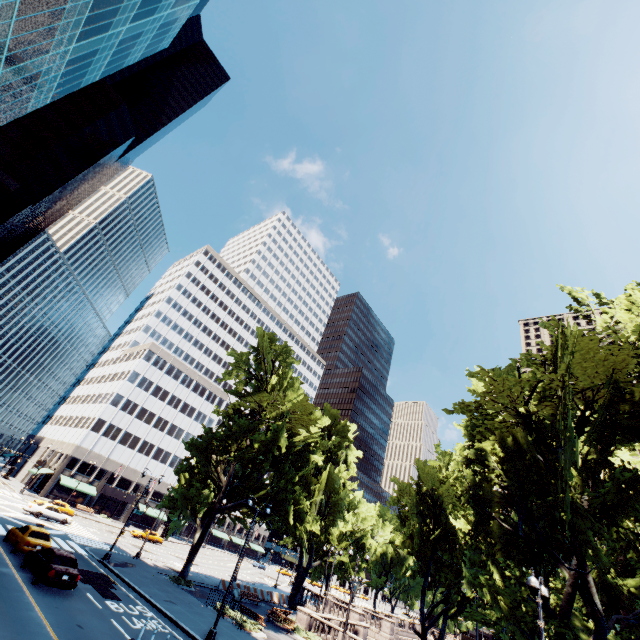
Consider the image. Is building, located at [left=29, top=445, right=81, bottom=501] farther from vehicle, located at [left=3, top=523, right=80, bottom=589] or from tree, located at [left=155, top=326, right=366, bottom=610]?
vehicle, located at [left=3, top=523, right=80, bottom=589]

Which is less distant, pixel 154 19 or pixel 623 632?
pixel 623 632

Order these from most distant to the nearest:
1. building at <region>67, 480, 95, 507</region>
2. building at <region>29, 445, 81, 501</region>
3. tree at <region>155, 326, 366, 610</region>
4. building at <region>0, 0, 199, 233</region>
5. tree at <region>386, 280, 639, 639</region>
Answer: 1. building at <region>67, 480, 95, 507</region>
2. building at <region>29, 445, 81, 501</region>
3. tree at <region>155, 326, 366, 610</region>
4. building at <region>0, 0, 199, 233</region>
5. tree at <region>386, 280, 639, 639</region>

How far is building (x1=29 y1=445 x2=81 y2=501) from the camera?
56.3m

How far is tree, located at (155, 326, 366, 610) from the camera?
30.34m

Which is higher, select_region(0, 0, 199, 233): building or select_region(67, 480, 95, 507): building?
select_region(0, 0, 199, 233): building

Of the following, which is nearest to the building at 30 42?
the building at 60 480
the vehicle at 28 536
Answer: the vehicle at 28 536

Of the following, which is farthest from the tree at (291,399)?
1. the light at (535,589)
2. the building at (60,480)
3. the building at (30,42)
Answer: the building at (30,42)
